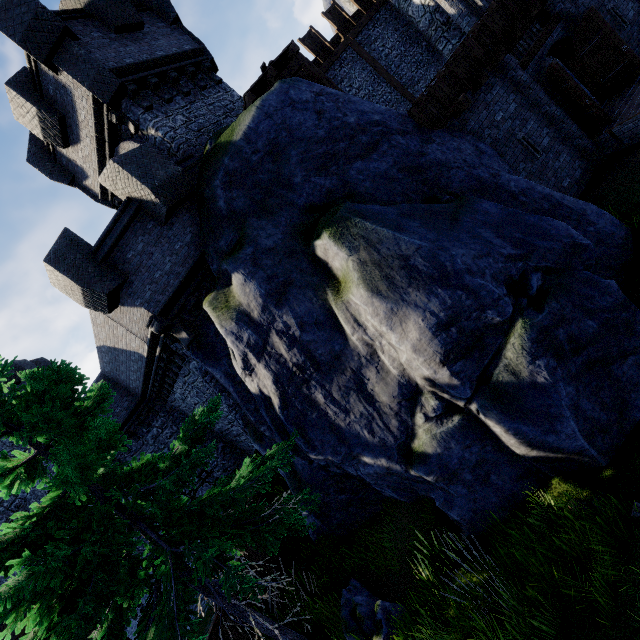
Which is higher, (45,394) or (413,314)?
(45,394)

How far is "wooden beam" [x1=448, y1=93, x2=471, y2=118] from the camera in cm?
882

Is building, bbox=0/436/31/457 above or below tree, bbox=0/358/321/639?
above

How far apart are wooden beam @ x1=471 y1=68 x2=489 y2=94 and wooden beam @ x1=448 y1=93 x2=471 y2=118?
0.7 meters

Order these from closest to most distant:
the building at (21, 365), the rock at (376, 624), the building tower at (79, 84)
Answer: the rock at (376, 624)
the building tower at (79, 84)
the building at (21, 365)

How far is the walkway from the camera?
11.6 meters

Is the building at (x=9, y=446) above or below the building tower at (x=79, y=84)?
above

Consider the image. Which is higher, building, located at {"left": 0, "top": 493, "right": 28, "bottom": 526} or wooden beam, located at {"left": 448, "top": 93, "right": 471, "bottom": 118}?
building, located at {"left": 0, "top": 493, "right": 28, "bottom": 526}
